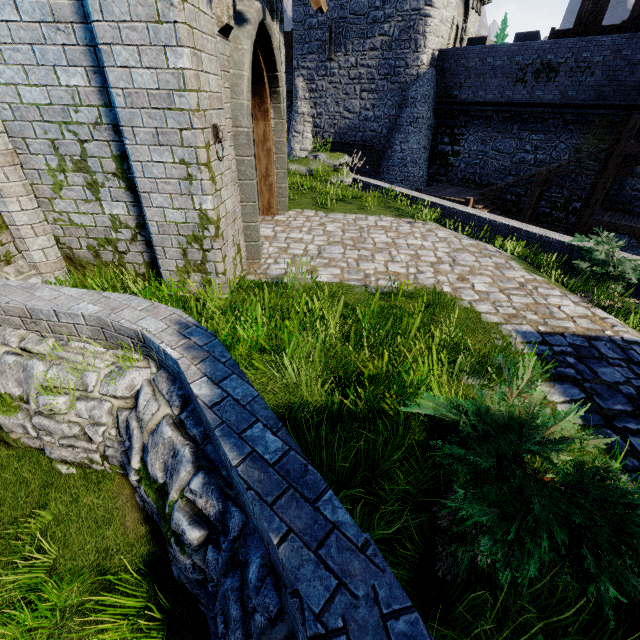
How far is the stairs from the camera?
14.31m

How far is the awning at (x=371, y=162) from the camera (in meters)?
22.06

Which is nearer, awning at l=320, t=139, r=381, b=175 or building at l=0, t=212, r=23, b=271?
building at l=0, t=212, r=23, b=271

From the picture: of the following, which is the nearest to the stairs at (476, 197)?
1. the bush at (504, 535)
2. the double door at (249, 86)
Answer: the double door at (249, 86)

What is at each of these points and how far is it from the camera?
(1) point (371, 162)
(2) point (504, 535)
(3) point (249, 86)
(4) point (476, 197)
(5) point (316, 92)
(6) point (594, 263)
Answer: (1) awning, 22.1m
(2) bush, 1.6m
(3) double door, 4.8m
(4) stairs, 17.6m
(5) building, 22.8m
(6) bush, 6.3m

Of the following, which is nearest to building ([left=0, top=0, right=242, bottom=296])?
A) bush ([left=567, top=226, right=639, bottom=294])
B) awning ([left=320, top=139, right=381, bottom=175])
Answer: bush ([left=567, top=226, right=639, bottom=294])

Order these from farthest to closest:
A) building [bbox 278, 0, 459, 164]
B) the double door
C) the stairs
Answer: building [bbox 278, 0, 459, 164]
the stairs
the double door

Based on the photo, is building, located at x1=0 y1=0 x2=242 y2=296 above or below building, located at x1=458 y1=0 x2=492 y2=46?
below
